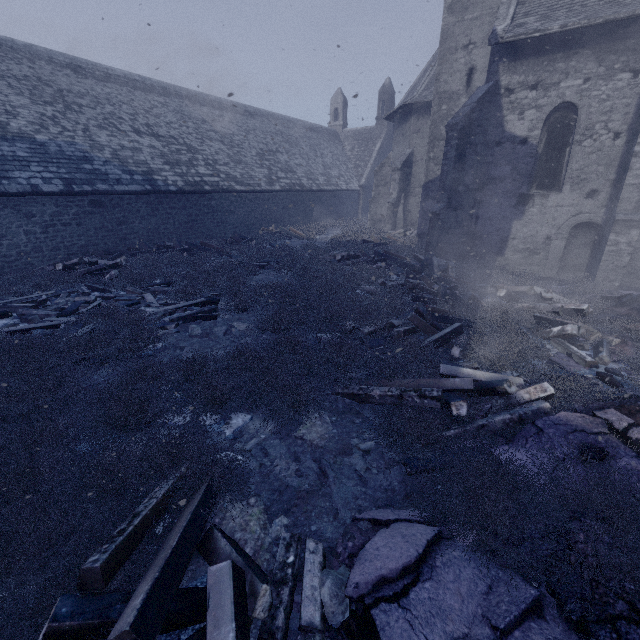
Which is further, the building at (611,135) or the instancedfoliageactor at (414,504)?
the building at (611,135)

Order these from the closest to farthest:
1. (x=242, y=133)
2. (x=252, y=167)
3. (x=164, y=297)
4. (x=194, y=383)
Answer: (x=194, y=383)
(x=164, y=297)
(x=252, y=167)
(x=242, y=133)

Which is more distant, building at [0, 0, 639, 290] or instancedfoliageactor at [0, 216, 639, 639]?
building at [0, 0, 639, 290]

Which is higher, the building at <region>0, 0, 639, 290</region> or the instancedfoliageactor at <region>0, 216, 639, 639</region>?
the building at <region>0, 0, 639, 290</region>

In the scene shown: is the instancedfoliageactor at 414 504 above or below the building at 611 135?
below
